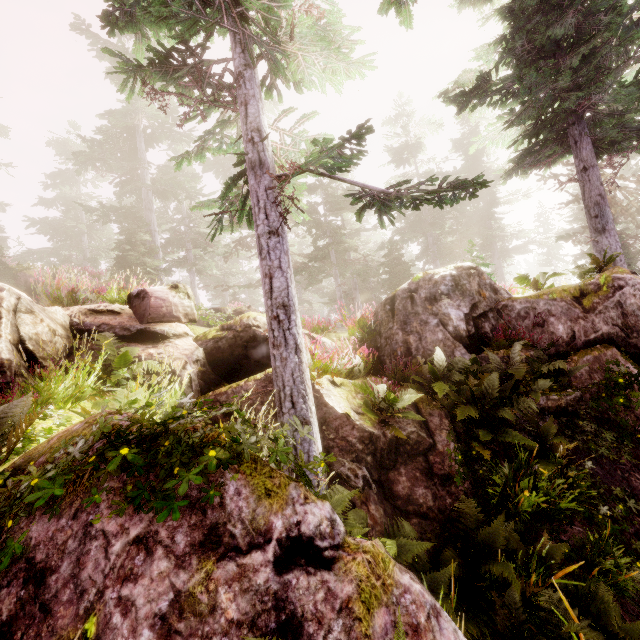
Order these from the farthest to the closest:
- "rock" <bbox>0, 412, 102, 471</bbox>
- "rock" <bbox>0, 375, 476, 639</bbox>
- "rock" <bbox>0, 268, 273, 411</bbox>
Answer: "rock" <bbox>0, 268, 273, 411</bbox> < "rock" <bbox>0, 412, 102, 471</bbox> < "rock" <bbox>0, 375, 476, 639</bbox>

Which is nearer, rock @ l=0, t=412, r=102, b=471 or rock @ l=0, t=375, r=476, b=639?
rock @ l=0, t=375, r=476, b=639

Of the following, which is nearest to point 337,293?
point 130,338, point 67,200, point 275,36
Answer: point 130,338

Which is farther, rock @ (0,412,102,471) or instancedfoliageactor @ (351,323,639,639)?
instancedfoliageactor @ (351,323,639,639)

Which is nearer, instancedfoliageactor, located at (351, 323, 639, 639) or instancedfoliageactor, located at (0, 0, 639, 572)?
instancedfoliageactor, located at (0, 0, 639, 572)

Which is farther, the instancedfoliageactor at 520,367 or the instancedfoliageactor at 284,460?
the instancedfoliageactor at 520,367

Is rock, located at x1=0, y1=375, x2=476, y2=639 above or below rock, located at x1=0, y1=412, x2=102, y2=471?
below

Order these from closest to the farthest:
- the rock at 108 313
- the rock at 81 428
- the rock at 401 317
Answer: the rock at 81 428, the rock at 108 313, the rock at 401 317
